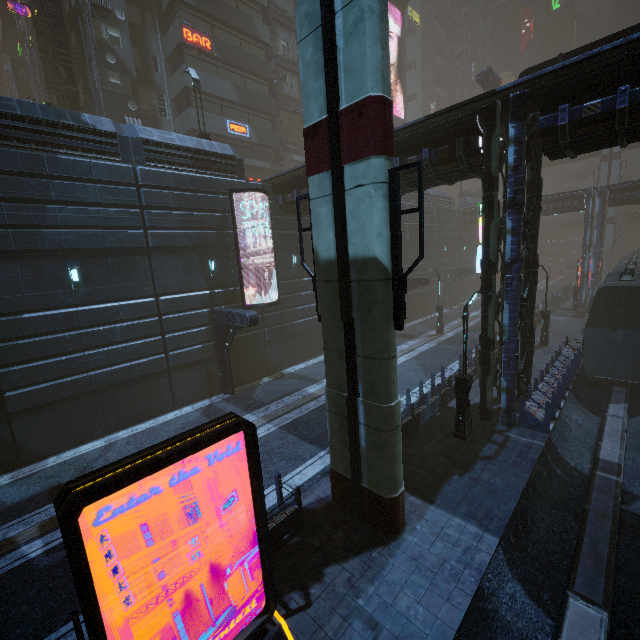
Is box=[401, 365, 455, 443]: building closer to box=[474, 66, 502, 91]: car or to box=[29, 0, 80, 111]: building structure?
box=[29, 0, 80, 111]: building structure

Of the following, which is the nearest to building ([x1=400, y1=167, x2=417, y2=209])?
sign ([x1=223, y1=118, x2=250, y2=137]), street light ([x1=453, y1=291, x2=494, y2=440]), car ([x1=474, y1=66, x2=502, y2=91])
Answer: sign ([x1=223, y1=118, x2=250, y2=137])

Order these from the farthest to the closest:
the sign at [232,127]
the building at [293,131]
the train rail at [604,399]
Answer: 1. the building at [293,131]
2. the sign at [232,127]
3. the train rail at [604,399]

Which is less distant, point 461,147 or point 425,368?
point 461,147

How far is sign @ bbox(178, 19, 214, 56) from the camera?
24.39m

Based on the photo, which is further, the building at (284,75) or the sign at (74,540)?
the building at (284,75)

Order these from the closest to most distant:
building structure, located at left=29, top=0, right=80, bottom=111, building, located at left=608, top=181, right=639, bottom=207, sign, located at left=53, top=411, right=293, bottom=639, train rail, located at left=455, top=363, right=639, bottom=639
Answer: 1. sign, located at left=53, top=411, right=293, bottom=639
2. train rail, located at left=455, top=363, right=639, bottom=639
3. building structure, located at left=29, top=0, right=80, bottom=111
4. building, located at left=608, top=181, right=639, bottom=207

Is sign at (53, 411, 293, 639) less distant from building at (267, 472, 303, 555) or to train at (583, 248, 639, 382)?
building at (267, 472, 303, 555)
